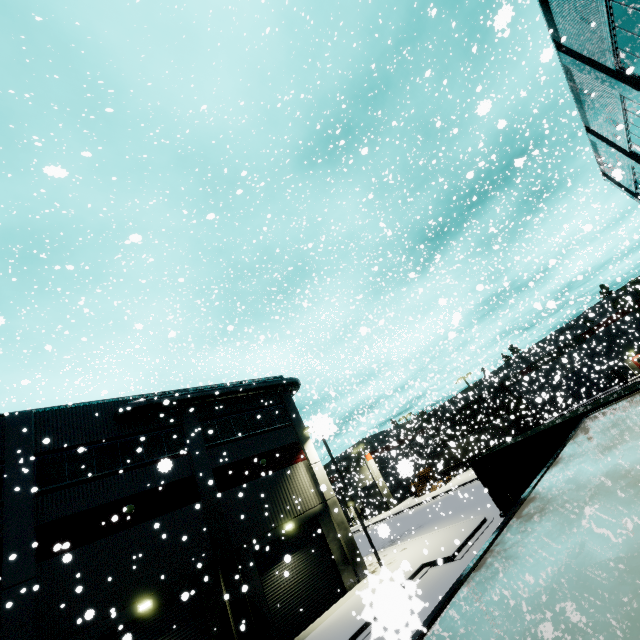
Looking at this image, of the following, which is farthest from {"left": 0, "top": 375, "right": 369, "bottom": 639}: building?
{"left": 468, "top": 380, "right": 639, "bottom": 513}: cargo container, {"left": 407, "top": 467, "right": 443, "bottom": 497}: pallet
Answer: {"left": 468, "top": 380, "right": 639, "bottom": 513}: cargo container

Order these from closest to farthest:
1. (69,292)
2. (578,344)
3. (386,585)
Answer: (386,585)
(69,292)
(578,344)

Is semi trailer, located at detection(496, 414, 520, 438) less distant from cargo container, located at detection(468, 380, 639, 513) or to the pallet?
cargo container, located at detection(468, 380, 639, 513)

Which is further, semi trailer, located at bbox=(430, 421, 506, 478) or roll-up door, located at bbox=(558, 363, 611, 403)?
roll-up door, located at bbox=(558, 363, 611, 403)

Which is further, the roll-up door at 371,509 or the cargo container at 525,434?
the roll-up door at 371,509

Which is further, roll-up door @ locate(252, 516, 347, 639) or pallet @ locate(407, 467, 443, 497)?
pallet @ locate(407, 467, 443, 497)

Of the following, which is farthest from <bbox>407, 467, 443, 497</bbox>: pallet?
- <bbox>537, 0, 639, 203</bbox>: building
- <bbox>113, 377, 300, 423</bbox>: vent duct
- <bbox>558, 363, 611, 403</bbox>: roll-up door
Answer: <bbox>558, 363, 611, 403</bbox>: roll-up door

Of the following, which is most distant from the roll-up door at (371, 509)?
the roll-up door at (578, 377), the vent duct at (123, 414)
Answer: the roll-up door at (578, 377)
